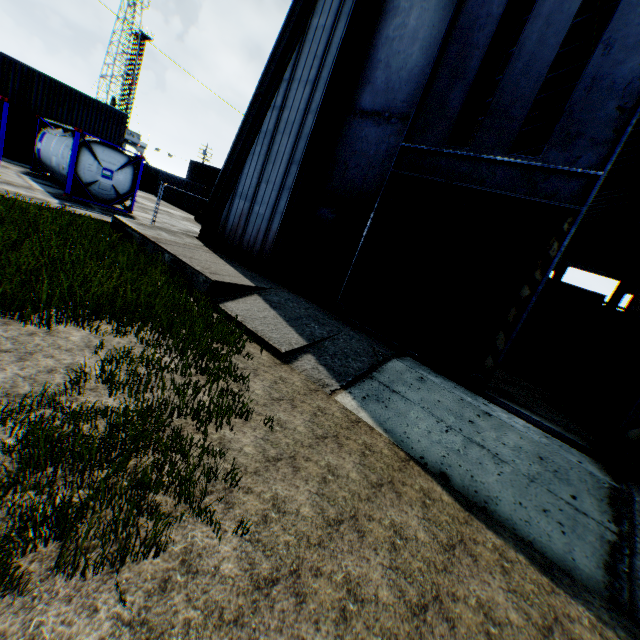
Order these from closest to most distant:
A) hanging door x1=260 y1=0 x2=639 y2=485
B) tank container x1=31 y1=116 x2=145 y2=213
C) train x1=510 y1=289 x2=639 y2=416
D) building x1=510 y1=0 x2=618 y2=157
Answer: hanging door x1=260 y1=0 x2=639 y2=485, train x1=510 y1=289 x2=639 y2=416, building x1=510 y1=0 x2=618 y2=157, tank container x1=31 y1=116 x2=145 y2=213

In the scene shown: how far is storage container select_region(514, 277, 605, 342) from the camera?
26.8m

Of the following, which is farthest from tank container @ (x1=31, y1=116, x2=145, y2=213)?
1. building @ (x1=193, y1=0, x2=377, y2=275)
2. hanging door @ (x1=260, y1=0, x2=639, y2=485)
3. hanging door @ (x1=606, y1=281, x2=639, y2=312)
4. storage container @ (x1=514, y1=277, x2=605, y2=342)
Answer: hanging door @ (x1=606, y1=281, x2=639, y2=312)

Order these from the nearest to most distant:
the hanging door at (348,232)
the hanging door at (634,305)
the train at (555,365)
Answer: the hanging door at (348,232), the train at (555,365), the hanging door at (634,305)

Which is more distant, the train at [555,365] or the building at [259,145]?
the train at [555,365]

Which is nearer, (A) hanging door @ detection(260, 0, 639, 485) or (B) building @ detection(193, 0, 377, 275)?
(A) hanging door @ detection(260, 0, 639, 485)

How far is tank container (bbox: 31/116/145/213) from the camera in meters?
14.9 m

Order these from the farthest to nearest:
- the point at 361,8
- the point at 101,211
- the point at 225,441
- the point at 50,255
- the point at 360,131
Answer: the point at 101,211, the point at 360,131, the point at 361,8, the point at 50,255, the point at 225,441
